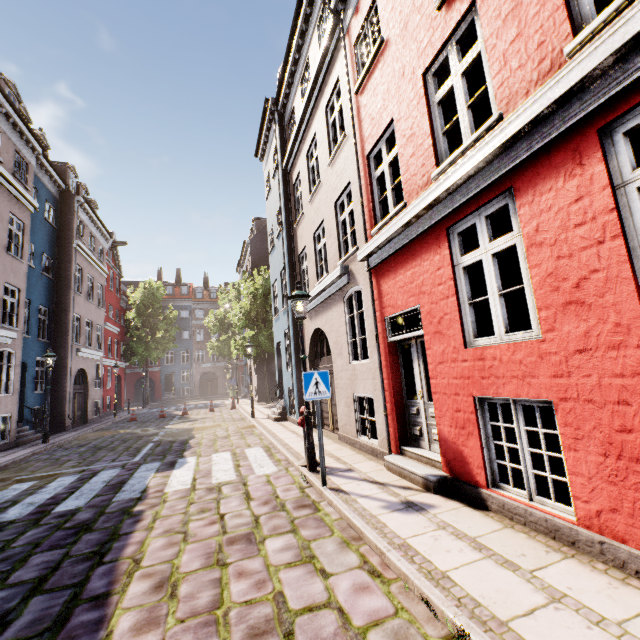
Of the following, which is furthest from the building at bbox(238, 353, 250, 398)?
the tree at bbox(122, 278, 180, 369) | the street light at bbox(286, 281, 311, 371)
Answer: the tree at bbox(122, 278, 180, 369)

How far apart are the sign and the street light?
1.0m

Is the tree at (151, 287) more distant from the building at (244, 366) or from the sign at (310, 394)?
the sign at (310, 394)

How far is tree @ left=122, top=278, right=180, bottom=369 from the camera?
32.25m

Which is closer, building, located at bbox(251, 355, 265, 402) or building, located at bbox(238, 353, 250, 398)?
building, located at bbox(251, 355, 265, 402)

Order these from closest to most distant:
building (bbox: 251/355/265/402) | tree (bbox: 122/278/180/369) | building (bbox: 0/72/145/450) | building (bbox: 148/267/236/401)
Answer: building (bbox: 0/72/145/450)
building (bbox: 251/355/265/402)
tree (bbox: 122/278/180/369)
building (bbox: 148/267/236/401)

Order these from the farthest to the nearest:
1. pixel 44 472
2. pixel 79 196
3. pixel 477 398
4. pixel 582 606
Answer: pixel 79 196 → pixel 44 472 → pixel 477 398 → pixel 582 606

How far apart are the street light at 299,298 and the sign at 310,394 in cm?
98
